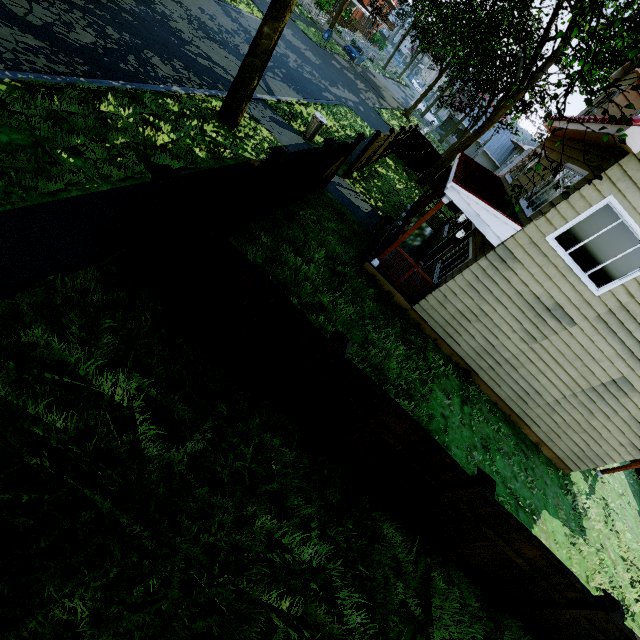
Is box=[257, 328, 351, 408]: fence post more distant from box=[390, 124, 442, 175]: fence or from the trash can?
the trash can

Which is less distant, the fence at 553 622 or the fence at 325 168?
the fence at 553 622

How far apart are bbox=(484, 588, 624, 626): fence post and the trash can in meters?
15.2

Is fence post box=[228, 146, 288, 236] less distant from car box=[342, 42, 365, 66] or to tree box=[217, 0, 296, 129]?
tree box=[217, 0, 296, 129]

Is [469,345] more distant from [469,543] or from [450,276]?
[469,543]

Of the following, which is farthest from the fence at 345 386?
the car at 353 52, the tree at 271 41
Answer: the car at 353 52

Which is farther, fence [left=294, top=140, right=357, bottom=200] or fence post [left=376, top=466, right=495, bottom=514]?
fence [left=294, top=140, right=357, bottom=200]

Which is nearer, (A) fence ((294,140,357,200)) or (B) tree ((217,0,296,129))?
(B) tree ((217,0,296,129))
